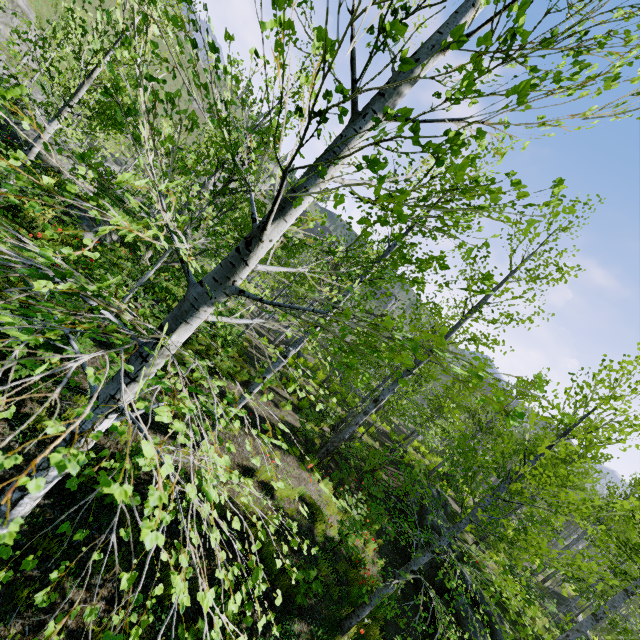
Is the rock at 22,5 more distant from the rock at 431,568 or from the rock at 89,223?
the rock at 431,568

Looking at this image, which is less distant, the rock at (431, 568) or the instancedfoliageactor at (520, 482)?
the instancedfoliageactor at (520, 482)

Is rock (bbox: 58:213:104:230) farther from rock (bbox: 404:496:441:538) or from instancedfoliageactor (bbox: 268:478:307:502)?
rock (bbox: 404:496:441:538)

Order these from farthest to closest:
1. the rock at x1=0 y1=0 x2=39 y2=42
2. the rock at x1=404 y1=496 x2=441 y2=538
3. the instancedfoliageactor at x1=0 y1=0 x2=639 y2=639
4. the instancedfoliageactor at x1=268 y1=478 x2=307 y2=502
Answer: the rock at x1=0 y1=0 x2=39 y2=42 < the rock at x1=404 y1=496 x2=441 y2=538 < the instancedfoliageactor at x1=268 y1=478 x2=307 y2=502 < the instancedfoliageactor at x1=0 y1=0 x2=639 y2=639

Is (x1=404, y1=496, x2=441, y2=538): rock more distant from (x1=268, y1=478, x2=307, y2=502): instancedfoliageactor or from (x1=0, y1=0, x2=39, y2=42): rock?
(x1=0, y1=0, x2=39, y2=42): rock

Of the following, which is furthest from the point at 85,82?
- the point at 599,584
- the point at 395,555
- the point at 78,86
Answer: the point at 395,555
